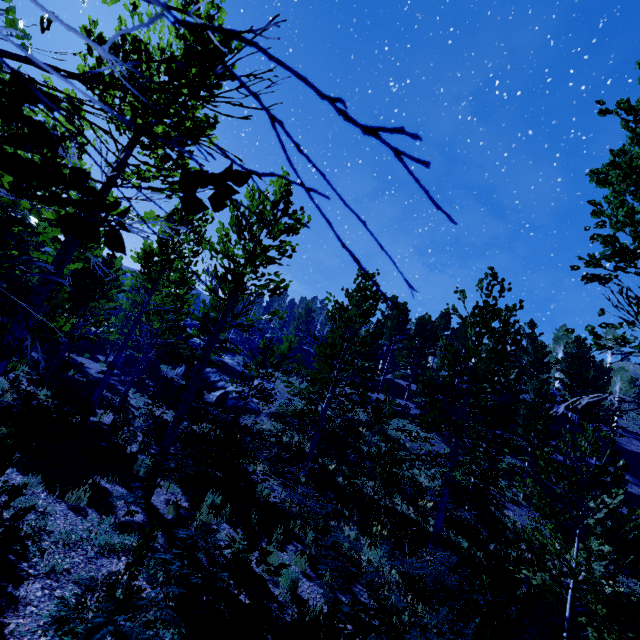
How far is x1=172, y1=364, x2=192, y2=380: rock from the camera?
31.11m

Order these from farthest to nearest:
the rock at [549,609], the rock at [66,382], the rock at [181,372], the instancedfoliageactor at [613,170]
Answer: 1. the rock at [181,372]
2. the rock at [66,382]
3. the rock at [549,609]
4. the instancedfoliageactor at [613,170]

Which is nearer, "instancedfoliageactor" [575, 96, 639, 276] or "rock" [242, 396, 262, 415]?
"instancedfoliageactor" [575, 96, 639, 276]

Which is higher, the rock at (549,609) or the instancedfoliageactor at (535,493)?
the instancedfoliageactor at (535,493)

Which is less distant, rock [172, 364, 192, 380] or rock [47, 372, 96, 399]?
rock [47, 372, 96, 399]

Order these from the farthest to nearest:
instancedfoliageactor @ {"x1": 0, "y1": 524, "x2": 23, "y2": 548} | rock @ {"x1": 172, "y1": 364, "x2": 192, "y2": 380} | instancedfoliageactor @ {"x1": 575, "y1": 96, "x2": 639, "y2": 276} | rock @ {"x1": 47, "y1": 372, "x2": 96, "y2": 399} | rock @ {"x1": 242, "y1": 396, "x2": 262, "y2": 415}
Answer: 1. rock @ {"x1": 172, "y1": 364, "x2": 192, "y2": 380}
2. rock @ {"x1": 242, "y1": 396, "x2": 262, "y2": 415}
3. rock @ {"x1": 47, "y1": 372, "x2": 96, "y2": 399}
4. instancedfoliageactor @ {"x1": 575, "y1": 96, "x2": 639, "y2": 276}
5. instancedfoliageactor @ {"x1": 0, "y1": 524, "x2": 23, "y2": 548}

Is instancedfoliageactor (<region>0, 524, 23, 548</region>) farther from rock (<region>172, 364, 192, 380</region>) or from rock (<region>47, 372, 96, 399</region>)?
rock (<region>47, 372, 96, 399</region>)

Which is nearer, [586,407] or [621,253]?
[621,253]
